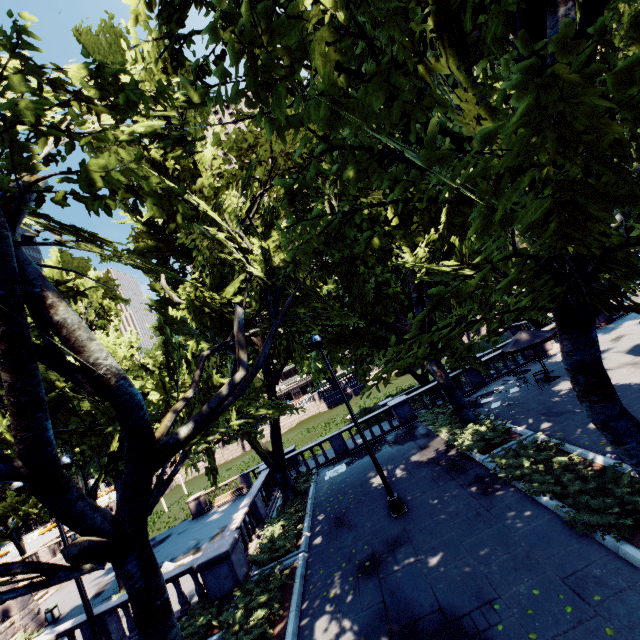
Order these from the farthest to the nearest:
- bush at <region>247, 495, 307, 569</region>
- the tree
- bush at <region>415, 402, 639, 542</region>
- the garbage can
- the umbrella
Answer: the garbage can
the umbrella
bush at <region>247, 495, 307, 569</region>
bush at <region>415, 402, 639, 542</region>
the tree

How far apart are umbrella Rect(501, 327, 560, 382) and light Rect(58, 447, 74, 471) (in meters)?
20.35

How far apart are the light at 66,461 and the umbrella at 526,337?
20.4m

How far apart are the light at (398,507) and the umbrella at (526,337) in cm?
1022

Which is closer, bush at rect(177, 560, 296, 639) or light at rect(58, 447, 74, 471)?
bush at rect(177, 560, 296, 639)

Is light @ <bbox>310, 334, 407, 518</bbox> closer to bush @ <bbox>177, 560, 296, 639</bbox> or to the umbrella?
bush @ <bbox>177, 560, 296, 639</bbox>

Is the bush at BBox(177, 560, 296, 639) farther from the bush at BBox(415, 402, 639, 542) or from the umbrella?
the umbrella

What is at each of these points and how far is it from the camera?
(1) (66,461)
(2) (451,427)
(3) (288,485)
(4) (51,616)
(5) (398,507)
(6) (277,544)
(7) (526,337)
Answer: (1) light, 11.5m
(2) bush, 16.8m
(3) tree, 18.0m
(4) garbage can, 21.8m
(5) light, 11.7m
(6) bush, 13.0m
(7) umbrella, 17.2m
